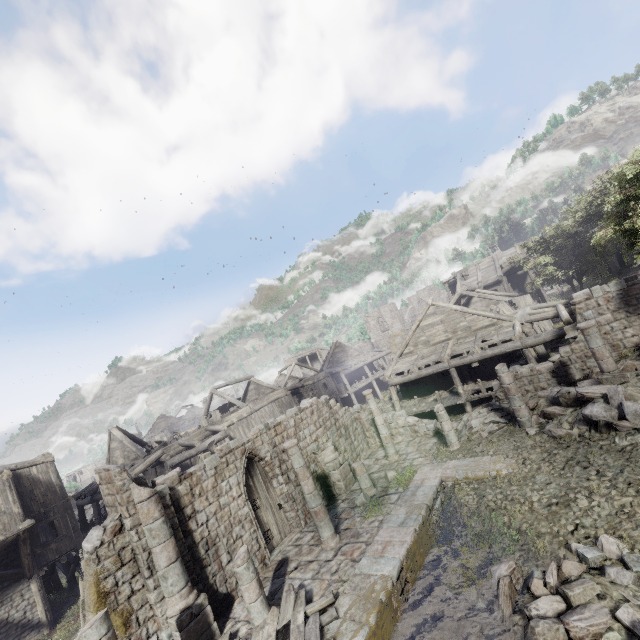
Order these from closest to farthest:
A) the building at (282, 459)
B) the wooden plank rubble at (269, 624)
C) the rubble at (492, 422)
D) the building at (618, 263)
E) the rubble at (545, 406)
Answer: the wooden plank rubble at (269, 624), the building at (282, 459), the rubble at (545, 406), the rubble at (492, 422), the building at (618, 263)

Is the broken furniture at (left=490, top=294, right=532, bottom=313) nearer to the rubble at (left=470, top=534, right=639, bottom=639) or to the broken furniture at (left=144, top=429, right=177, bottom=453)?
the rubble at (left=470, top=534, right=639, bottom=639)

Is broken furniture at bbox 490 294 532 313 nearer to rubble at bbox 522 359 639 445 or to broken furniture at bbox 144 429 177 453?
rubble at bbox 522 359 639 445

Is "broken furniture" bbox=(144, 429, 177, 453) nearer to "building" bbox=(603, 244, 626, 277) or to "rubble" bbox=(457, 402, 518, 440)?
"building" bbox=(603, 244, 626, 277)

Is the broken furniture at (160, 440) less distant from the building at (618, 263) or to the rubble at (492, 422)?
the building at (618, 263)

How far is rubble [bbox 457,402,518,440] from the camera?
15.27m

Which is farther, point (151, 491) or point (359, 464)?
point (359, 464)

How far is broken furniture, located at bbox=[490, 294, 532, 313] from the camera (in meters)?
24.19
